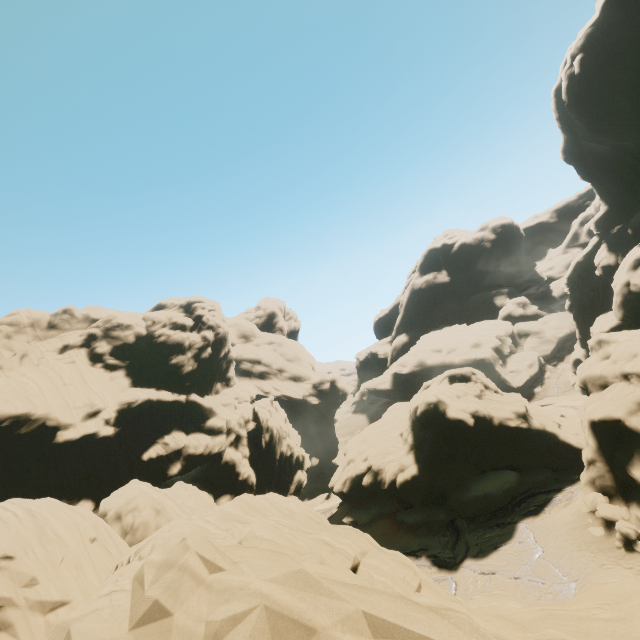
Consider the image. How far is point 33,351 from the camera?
39.8 meters
